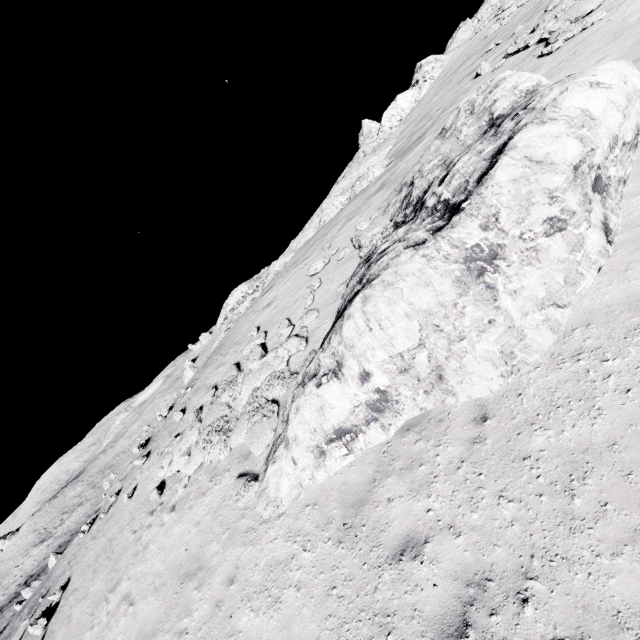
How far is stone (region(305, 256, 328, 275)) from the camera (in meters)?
13.92

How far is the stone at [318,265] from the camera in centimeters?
1392cm

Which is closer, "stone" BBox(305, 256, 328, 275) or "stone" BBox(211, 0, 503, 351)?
"stone" BBox(305, 256, 328, 275)

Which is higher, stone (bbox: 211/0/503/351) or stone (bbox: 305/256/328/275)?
stone (bbox: 211/0/503/351)

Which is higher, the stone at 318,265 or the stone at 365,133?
the stone at 365,133

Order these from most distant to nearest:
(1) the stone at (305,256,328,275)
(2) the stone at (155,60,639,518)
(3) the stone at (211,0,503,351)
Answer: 1. (3) the stone at (211,0,503,351)
2. (1) the stone at (305,256,328,275)
3. (2) the stone at (155,60,639,518)

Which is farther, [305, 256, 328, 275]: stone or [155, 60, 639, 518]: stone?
[305, 256, 328, 275]: stone

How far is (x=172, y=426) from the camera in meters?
15.1
